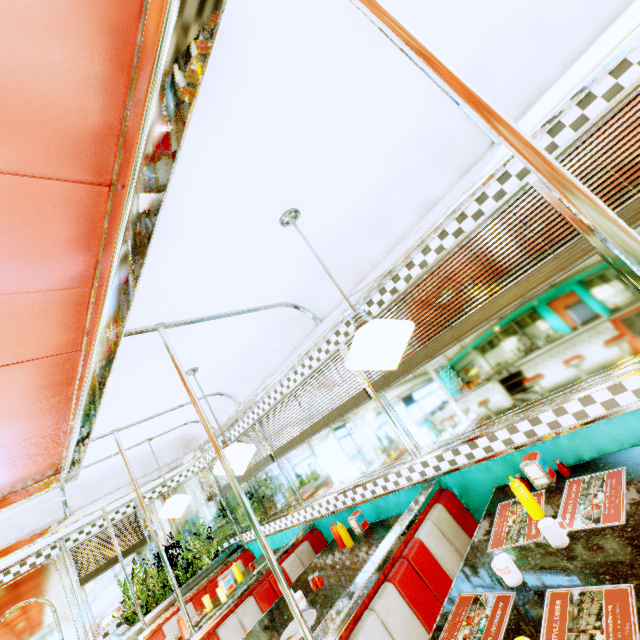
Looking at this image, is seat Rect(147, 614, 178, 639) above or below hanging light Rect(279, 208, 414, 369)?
below

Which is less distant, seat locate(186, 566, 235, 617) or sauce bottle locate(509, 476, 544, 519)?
sauce bottle locate(509, 476, 544, 519)

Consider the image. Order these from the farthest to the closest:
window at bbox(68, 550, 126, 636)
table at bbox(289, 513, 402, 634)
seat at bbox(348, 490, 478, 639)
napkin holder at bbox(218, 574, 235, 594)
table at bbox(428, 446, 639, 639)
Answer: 1. window at bbox(68, 550, 126, 636)
2. napkin holder at bbox(218, 574, 235, 594)
3. table at bbox(289, 513, 402, 634)
4. seat at bbox(348, 490, 478, 639)
5. table at bbox(428, 446, 639, 639)

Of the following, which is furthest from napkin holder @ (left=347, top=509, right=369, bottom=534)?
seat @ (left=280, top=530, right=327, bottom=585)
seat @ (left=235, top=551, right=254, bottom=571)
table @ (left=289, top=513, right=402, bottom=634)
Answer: seat @ (left=235, top=551, right=254, bottom=571)

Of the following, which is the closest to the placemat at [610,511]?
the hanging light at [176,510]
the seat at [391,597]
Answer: the seat at [391,597]

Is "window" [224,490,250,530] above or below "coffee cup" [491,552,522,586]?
above

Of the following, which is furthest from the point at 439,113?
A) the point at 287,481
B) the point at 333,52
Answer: the point at 287,481

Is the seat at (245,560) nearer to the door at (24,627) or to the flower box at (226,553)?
the flower box at (226,553)
